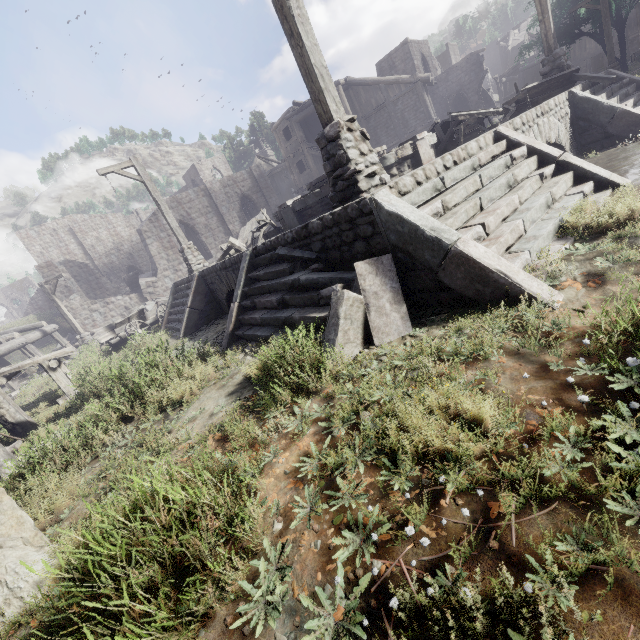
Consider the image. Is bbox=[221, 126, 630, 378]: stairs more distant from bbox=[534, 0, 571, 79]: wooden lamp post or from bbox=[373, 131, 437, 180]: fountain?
bbox=[534, 0, 571, 79]: wooden lamp post

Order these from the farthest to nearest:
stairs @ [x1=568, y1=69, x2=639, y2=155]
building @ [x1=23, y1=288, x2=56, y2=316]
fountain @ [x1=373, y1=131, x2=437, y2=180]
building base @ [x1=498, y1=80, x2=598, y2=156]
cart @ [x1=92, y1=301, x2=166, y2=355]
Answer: building @ [x1=23, y1=288, x2=56, y2=316] → cart @ [x1=92, y1=301, x2=166, y2=355] → fountain @ [x1=373, y1=131, x2=437, y2=180] → stairs @ [x1=568, y1=69, x2=639, y2=155] → building base @ [x1=498, y1=80, x2=598, y2=156]

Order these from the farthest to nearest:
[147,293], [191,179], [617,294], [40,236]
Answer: [191,179], [40,236], [147,293], [617,294]

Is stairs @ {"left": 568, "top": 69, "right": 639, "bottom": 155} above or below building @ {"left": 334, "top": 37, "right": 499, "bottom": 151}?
below

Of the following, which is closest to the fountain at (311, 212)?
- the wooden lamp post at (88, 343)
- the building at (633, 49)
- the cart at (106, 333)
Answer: the cart at (106, 333)

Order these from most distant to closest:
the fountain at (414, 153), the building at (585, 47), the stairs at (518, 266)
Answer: the building at (585, 47) → the fountain at (414, 153) → the stairs at (518, 266)

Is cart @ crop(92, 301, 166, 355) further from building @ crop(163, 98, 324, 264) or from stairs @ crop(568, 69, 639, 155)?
stairs @ crop(568, 69, 639, 155)

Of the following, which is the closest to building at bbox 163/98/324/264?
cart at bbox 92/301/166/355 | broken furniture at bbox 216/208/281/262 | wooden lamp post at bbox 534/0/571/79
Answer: cart at bbox 92/301/166/355
